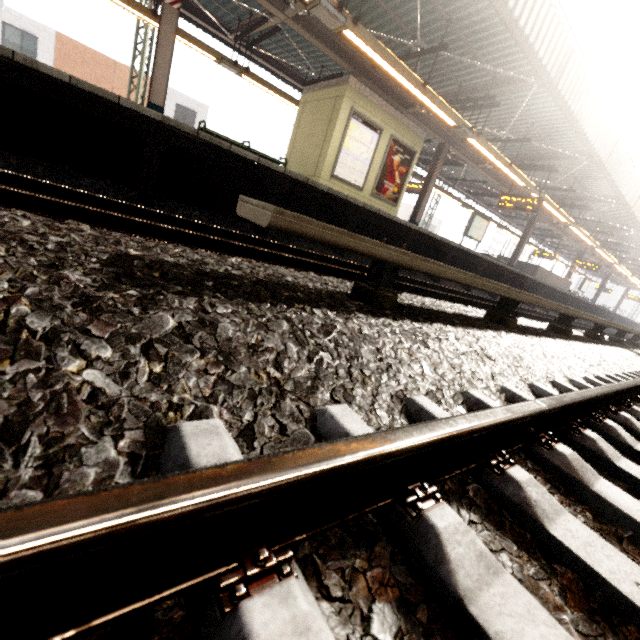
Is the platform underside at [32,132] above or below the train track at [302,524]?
above

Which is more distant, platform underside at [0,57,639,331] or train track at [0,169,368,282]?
platform underside at [0,57,639,331]

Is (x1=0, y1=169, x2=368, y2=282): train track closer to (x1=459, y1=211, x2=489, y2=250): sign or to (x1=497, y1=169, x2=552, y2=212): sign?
(x1=497, y1=169, x2=552, y2=212): sign

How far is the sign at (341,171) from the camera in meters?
8.8 m

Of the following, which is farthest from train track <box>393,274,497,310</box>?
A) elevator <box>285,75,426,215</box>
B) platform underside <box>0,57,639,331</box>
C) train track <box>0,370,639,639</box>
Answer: elevator <box>285,75,426,215</box>

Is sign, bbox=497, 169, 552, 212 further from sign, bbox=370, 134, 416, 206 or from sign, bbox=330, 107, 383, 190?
sign, bbox=330, 107, 383, 190

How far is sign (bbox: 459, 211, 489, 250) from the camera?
15.4m

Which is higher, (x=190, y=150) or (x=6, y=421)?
(x=190, y=150)
